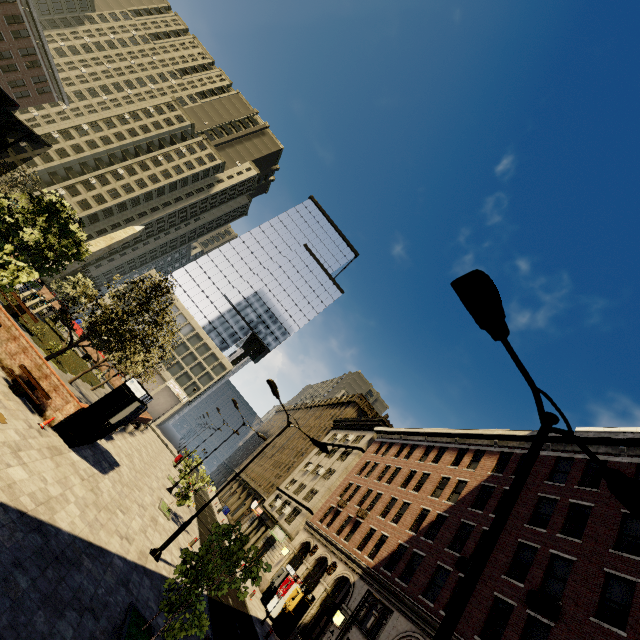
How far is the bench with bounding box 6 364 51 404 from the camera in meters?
12.0 m

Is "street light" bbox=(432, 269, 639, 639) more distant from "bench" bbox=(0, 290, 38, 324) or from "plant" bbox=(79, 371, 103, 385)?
"plant" bbox=(79, 371, 103, 385)

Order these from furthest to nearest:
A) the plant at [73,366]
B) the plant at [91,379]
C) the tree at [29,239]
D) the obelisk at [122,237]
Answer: the obelisk at [122,237] < the plant at [91,379] < the plant at [73,366] < the tree at [29,239]

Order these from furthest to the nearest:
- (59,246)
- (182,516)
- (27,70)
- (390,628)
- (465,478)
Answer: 1. (27,70)
2. (465,478)
3. (182,516)
4. (390,628)
5. (59,246)

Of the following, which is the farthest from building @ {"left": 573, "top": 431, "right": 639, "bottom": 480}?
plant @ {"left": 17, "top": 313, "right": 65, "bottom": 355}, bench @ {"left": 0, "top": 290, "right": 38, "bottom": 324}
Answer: bench @ {"left": 0, "top": 290, "right": 38, "bottom": 324}

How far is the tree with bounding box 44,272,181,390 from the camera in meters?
16.6 m

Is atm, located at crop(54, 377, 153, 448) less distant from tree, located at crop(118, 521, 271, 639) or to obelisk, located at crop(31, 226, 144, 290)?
tree, located at crop(118, 521, 271, 639)

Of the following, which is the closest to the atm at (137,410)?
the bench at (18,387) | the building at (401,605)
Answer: the bench at (18,387)
